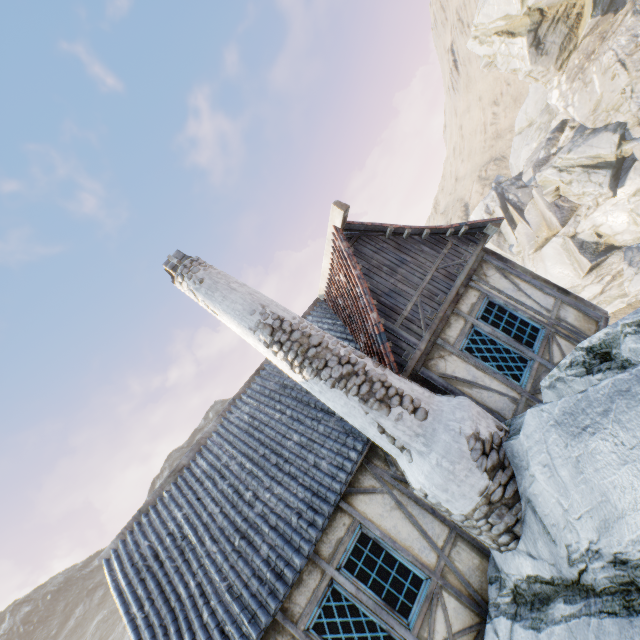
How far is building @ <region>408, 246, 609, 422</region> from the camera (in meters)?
5.92

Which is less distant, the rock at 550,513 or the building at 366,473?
the rock at 550,513

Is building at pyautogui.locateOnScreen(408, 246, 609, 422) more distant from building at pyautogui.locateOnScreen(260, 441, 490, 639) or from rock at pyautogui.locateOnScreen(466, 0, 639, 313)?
building at pyautogui.locateOnScreen(260, 441, 490, 639)

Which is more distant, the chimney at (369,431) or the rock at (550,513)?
the chimney at (369,431)

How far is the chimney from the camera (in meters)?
4.44

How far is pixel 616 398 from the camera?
3.3m

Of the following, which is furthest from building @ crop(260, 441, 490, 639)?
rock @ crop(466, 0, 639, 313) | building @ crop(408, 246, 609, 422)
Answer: building @ crop(408, 246, 609, 422)

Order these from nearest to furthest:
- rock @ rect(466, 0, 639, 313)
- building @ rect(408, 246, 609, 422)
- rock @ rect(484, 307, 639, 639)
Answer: rock @ rect(484, 307, 639, 639) < building @ rect(408, 246, 609, 422) < rock @ rect(466, 0, 639, 313)
